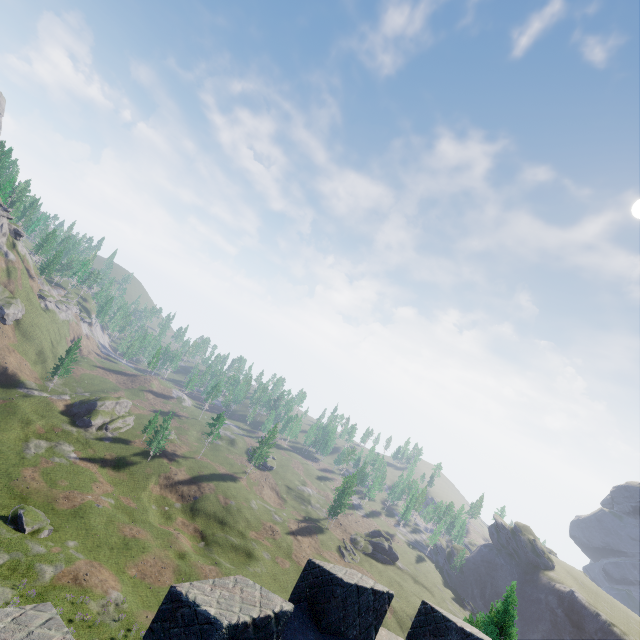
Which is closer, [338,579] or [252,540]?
[338,579]
